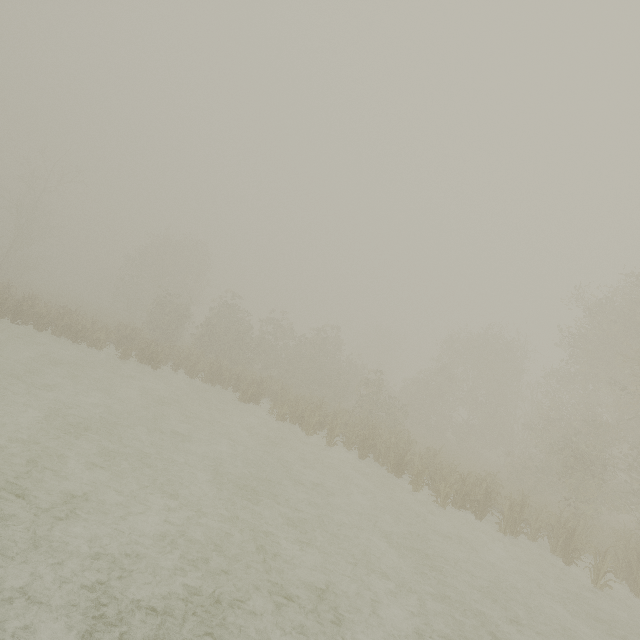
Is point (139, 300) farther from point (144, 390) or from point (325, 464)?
point (325, 464)
